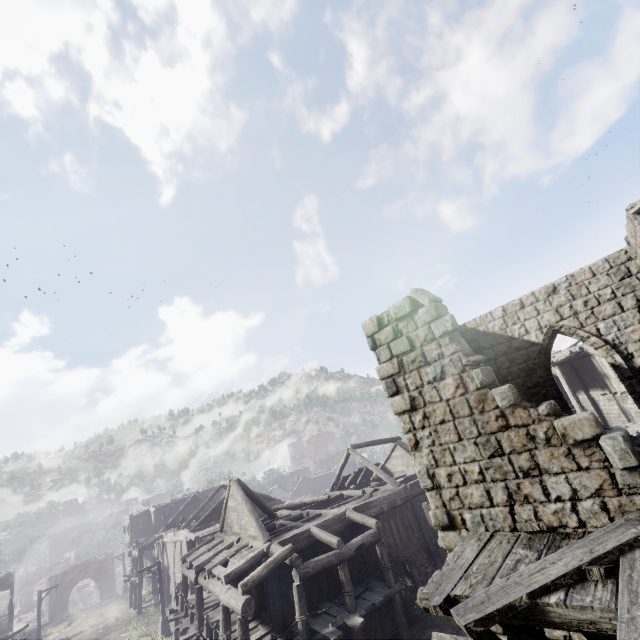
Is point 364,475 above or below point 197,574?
above

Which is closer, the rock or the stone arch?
the stone arch

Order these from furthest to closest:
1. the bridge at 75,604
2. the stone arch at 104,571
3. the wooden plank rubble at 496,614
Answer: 1. the bridge at 75,604
2. the stone arch at 104,571
3. the wooden plank rubble at 496,614

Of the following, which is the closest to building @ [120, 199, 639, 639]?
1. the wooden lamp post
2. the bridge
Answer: the wooden lamp post

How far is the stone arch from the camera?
42.2 meters

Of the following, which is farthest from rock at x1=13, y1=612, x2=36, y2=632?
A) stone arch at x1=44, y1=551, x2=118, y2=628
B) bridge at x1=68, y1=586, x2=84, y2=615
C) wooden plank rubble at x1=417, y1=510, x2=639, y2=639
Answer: wooden plank rubble at x1=417, y1=510, x2=639, y2=639

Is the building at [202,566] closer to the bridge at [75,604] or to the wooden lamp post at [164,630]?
the wooden lamp post at [164,630]

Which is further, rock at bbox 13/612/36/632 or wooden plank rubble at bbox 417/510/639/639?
rock at bbox 13/612/36/632
